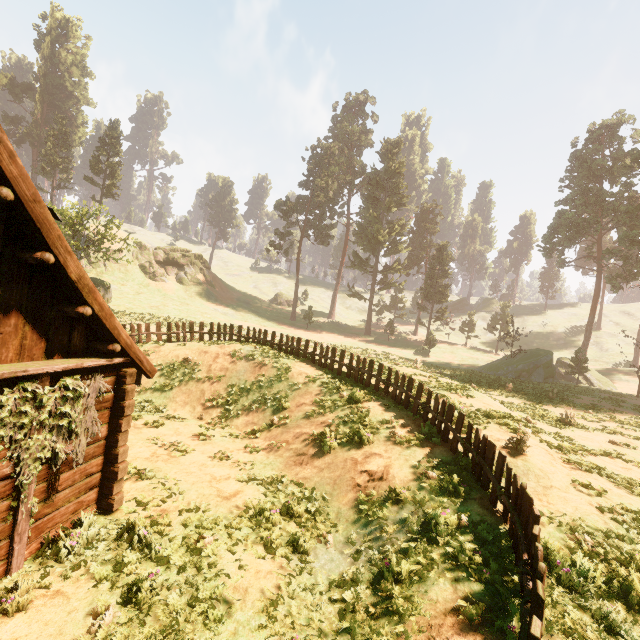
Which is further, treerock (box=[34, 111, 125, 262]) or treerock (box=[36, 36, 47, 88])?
treerock (box=[36, 36, 47, 88])

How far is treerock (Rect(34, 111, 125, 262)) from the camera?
30.8 meters

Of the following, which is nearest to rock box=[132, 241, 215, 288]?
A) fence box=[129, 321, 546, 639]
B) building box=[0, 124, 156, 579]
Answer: fence box=[129, 321, 546, 639]

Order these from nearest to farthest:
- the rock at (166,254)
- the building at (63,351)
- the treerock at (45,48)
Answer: the building at (63,351) → the rock at (166,254) → the treerock at (45,48)

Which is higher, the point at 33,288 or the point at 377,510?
the point at 33,288

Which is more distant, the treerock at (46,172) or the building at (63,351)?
the treerock at (46,172)
